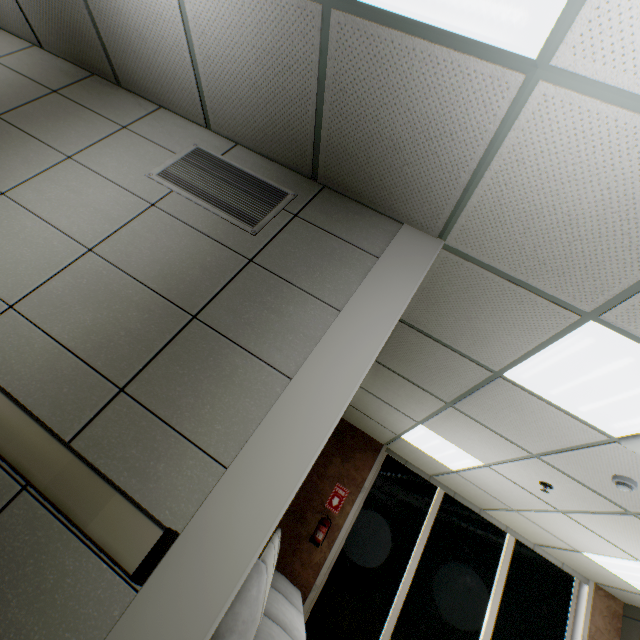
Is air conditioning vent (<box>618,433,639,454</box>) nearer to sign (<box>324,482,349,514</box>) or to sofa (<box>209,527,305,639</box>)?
sofa (<box>209,527,305,639</box>)

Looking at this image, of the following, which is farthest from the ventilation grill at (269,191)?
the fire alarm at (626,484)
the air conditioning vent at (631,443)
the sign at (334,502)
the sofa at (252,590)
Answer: the sign at (334,502)

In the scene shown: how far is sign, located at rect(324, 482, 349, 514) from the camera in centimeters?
568cm

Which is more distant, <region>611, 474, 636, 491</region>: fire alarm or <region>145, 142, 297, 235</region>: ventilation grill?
<region>611, 474, 636, 491</region>: fire alarm

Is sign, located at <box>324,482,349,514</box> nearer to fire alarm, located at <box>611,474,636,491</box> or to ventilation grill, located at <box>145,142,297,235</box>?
fire alarm, located at <box>611,474,636,491</box>

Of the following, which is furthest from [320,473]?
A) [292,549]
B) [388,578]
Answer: [388,578]

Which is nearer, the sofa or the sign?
the sofa

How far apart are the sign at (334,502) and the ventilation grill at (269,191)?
5.27m
